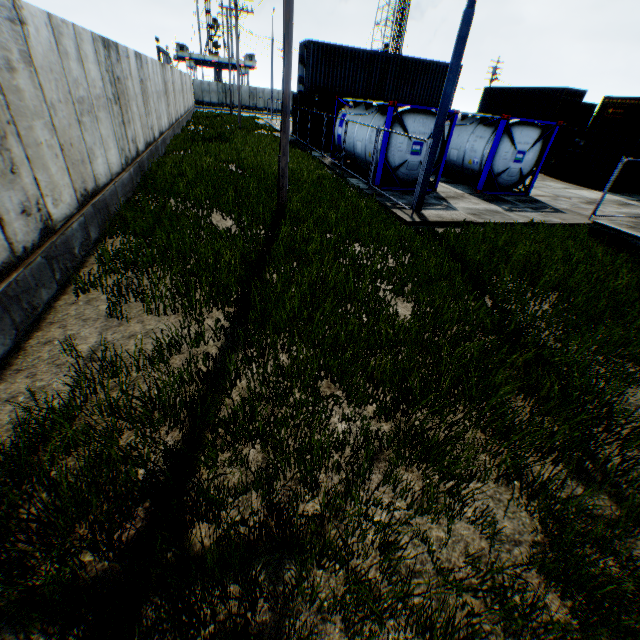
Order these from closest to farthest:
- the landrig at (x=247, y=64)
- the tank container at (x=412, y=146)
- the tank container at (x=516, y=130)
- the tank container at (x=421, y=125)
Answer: the tank container at (x=421, y=125) < the tank container at (x=412, y=146) < the tank container at (x=516, y=130) < the landrig at (x=247, y=64)

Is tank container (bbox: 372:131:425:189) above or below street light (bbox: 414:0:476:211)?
below

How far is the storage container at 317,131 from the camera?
20.4m

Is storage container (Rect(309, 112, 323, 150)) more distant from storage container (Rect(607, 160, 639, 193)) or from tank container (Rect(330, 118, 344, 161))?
storage container (Rect(607, 160, 639, 193))

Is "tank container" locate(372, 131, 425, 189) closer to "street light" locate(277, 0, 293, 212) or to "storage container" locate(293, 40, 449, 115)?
"street light" locate(277, 0, 293, 212)

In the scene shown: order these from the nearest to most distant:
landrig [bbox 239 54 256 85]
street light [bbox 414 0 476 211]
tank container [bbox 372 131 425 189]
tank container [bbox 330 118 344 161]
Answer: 1. street light [bbox 414 0 476 211]
2. tank container [bbox 372 131 425 189]
3. tank container [bbox 330 118 344 161]
4. landrig [bbox 239 54 256 85]

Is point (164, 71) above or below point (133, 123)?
above

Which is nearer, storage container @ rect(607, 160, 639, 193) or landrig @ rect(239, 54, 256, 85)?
storage container @ rect(607, 160, 639, 193)
